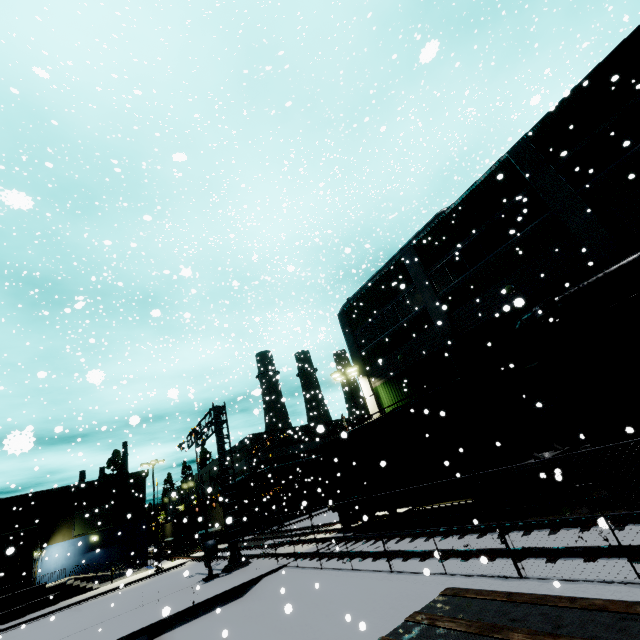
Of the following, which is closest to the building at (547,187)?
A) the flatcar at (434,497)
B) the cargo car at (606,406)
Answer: the cargo car at (606,406)

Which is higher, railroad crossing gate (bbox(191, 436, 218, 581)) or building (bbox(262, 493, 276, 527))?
building (bbox(262, 493, 276, 527))

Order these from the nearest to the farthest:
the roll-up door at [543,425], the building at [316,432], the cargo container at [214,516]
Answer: the roll-up door at [543,425], the cargo container at [214,516], the building at [316,432]

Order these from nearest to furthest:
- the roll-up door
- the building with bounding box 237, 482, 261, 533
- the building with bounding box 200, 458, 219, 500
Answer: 1. the roll-up door
2. the building with bounding box 237, 482, 261, 533
3. the building with bounding box 200, 458, 219, 500

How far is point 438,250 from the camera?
19.9 meters

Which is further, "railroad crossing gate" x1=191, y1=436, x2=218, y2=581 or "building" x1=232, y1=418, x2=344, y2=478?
"building" x1=232, y1=418, x2=344, y2=478

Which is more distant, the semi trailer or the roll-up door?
the roll-up door

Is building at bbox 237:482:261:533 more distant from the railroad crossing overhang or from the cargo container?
the railroad crossing overhang
